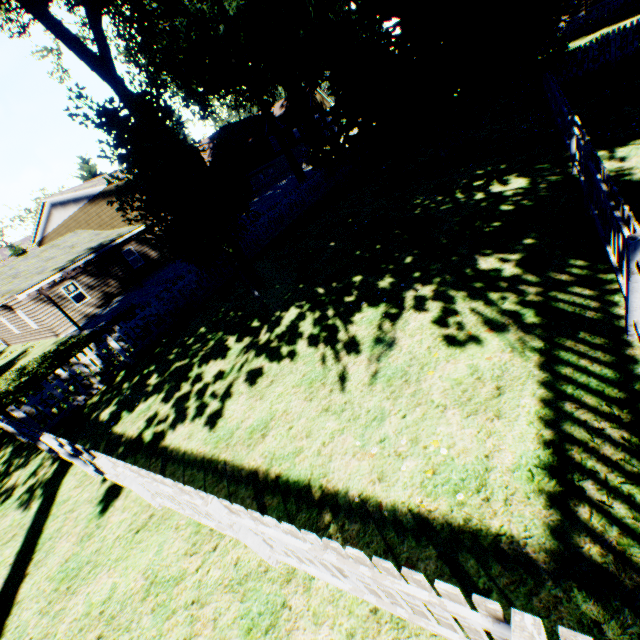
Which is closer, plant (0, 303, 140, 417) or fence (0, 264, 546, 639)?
fence (0, 264, 546, 639)

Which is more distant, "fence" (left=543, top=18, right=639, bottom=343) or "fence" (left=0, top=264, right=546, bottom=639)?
"fence" (left=543, top=18, right=639, bottom=343)

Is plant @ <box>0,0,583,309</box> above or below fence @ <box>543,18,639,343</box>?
above

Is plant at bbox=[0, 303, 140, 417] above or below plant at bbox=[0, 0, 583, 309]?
below

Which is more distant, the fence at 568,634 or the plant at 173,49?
the plant at 173,49

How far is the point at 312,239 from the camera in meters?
13.8 m

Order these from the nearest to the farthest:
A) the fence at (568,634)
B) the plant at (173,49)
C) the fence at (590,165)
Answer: the fence at (568,634)
the fence at (590,165)
the plant at (173,49)

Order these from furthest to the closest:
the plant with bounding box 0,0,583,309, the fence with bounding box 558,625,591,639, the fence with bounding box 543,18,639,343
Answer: the plant with bounding box 0,0,583,309
the fence with bounding box 543,18,639,343
the fence with bounding box 558,625,591,639
